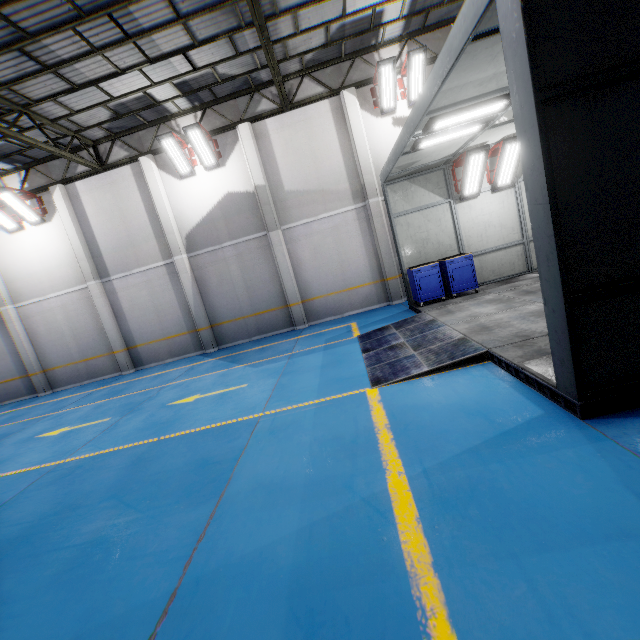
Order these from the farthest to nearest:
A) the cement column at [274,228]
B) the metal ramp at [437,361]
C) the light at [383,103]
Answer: the cement column at [274,228] < the light at [383,103] < the metal ramp at [437,361]

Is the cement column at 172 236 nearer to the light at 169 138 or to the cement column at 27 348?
the light at 169 138

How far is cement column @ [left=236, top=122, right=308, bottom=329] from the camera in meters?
11.9

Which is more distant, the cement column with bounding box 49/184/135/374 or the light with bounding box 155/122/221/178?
the cement column with bounding box 49/184/135/374

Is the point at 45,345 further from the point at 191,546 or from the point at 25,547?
the point at 191,546

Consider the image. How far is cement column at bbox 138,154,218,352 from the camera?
12.3 meters

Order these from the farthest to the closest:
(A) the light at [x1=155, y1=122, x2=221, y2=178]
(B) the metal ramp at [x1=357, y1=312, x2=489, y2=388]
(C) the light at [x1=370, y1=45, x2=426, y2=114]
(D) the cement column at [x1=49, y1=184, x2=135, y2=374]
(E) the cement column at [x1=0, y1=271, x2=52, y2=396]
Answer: (E) the cement column at [x1=0, y1=271, x2=52, y2=396], (D) the cement column at [x1=49, y1=184, x2=135, y2=374], (A) the light at [x1=155, y1=122, x2=221, y2=178], (C) the light at [x1=370, y1=45, x2=426, y2=114], (B) the metal ramp at [x1=357, y1=312, x2=489, y2=388]

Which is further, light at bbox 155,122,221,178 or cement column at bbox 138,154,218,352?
cement column at bbox 138,154,218,352
